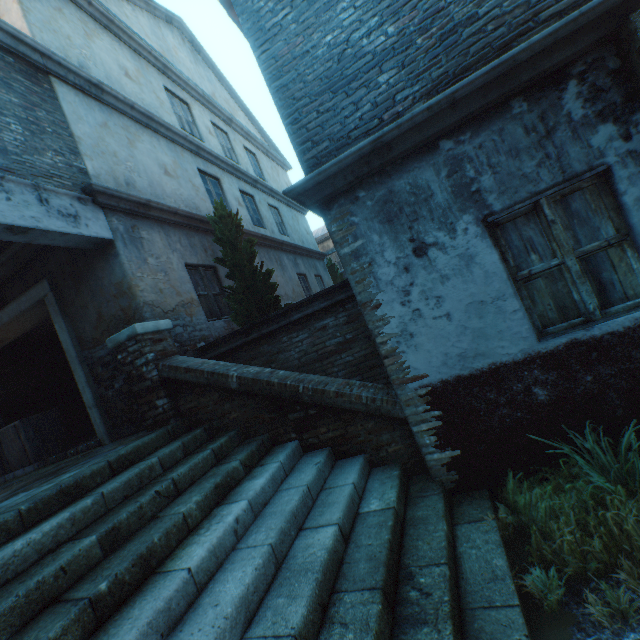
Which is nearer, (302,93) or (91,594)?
(91,594)

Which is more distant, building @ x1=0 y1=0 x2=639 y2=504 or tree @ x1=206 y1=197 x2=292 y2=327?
tree @ x1=206 y1=197 x2=292 y2=327

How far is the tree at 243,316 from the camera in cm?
648

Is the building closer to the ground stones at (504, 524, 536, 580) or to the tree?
the ground stones at (504, 524, 536, 580)

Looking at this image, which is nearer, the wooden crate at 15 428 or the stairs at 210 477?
the stairs at 210 477

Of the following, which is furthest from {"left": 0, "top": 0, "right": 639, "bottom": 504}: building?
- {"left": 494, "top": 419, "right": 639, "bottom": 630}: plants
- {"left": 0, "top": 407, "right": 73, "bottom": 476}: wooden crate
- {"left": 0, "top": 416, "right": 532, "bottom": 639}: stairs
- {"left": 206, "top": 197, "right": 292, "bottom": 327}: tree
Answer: {"left": 206, "top": 197, "right": 292, "bottom": 327}: tree

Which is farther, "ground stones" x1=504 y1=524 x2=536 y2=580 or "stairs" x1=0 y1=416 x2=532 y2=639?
"ground stones" x1=504 y1=524 x2=536 y2=580
